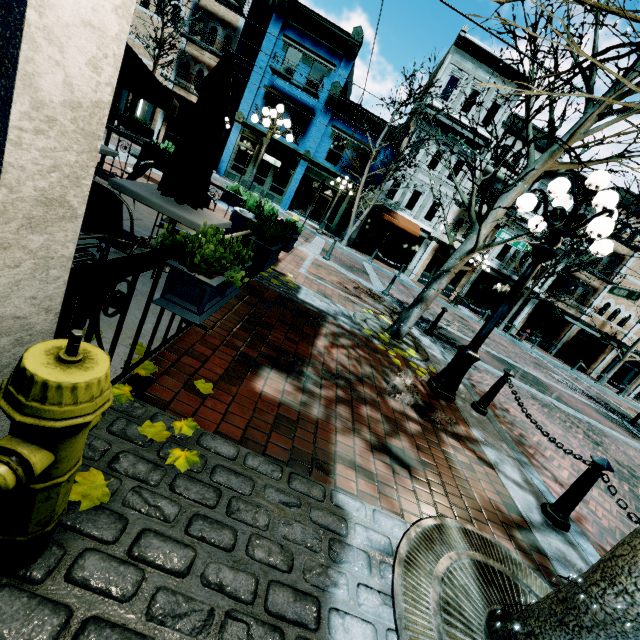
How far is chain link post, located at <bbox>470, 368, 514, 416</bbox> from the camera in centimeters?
507cm

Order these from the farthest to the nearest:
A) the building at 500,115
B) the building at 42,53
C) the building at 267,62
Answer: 1. the building at 500,115
2. the building at 267,62
3. the building at 42,53

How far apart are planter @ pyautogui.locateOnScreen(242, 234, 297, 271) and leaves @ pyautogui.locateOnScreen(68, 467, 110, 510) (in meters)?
2.70

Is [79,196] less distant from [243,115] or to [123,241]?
[123,241]

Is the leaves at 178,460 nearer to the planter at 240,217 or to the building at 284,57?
the planter at 240,217

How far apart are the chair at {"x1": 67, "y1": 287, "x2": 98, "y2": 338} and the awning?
21.35m

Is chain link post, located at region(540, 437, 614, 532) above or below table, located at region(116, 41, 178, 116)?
below

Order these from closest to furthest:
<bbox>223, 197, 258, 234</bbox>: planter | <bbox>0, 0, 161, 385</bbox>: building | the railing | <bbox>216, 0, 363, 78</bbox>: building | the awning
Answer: <bbox>0, 0, 161, 385</bbox>: building, the railing, <bbox>223, 197, 258, 234</bbox>: planter, <bbox>216, 0, 363, 78</bbox>: building, the awning
